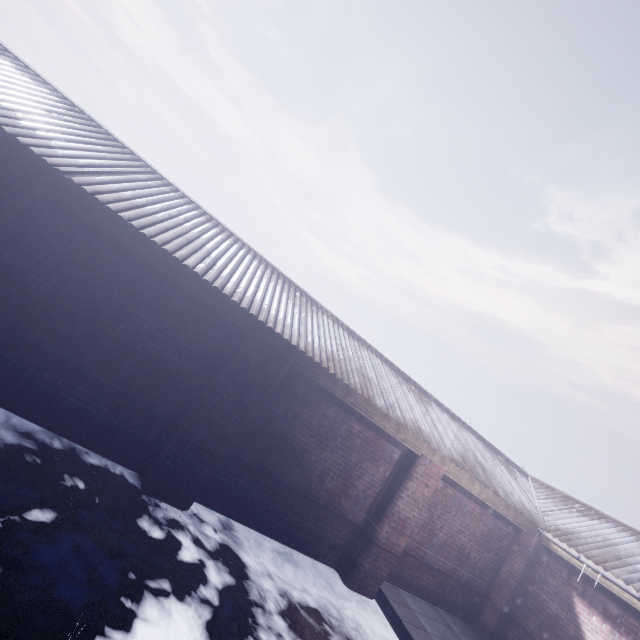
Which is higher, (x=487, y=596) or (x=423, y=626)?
(x=487, y=596)
